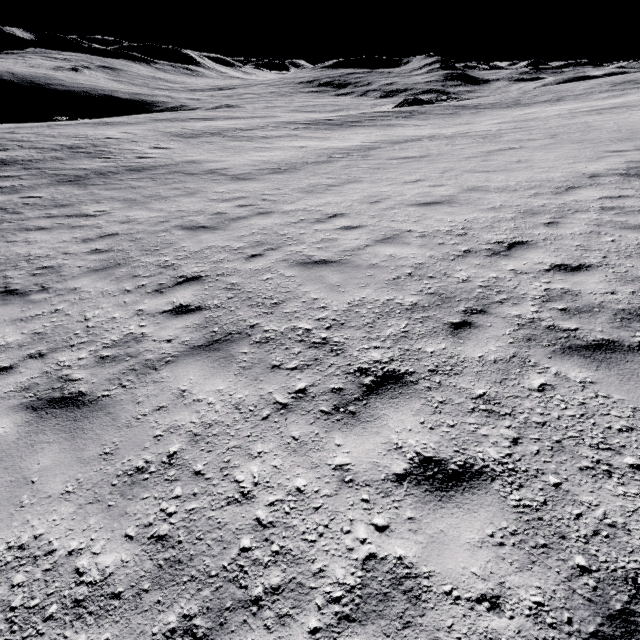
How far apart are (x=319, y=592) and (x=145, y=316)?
4.34m
